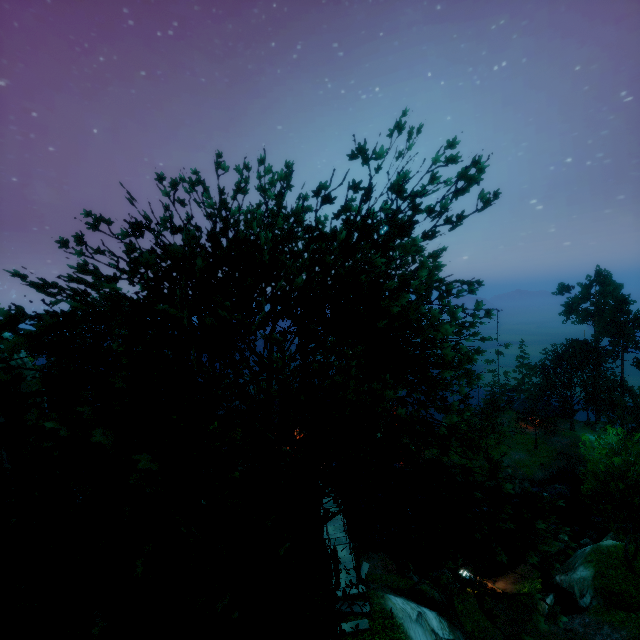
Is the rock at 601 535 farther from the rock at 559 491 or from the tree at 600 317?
the tree at 600 317

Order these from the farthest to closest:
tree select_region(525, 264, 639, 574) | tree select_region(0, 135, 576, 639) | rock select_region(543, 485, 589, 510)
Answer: rock select_region(543, 485, 589, 510), tree select_region(525, 264, 639, 574), tree select_region(0, 135, 576, 639)

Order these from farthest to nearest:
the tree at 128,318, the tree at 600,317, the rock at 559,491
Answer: the rock at 559,491
the tree at 600,317
the tree at 128,318

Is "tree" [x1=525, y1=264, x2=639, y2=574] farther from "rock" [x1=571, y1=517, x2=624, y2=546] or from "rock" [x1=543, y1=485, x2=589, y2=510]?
"rock" [x1=571, y1=517, x2=624, y2=546]

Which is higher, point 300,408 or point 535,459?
point 300,408

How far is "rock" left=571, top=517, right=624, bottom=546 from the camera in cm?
2906

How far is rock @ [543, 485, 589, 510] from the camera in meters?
38.9 m

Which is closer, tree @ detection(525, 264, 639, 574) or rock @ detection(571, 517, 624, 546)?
tree @ detection(525, 264, 639, 574)
